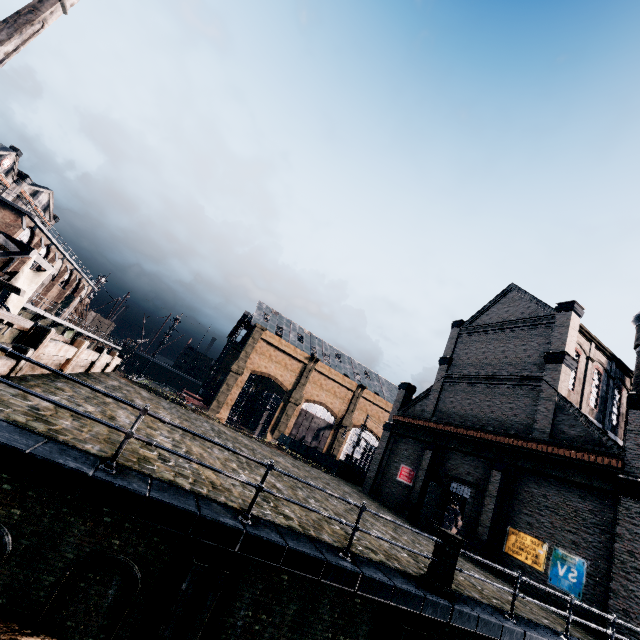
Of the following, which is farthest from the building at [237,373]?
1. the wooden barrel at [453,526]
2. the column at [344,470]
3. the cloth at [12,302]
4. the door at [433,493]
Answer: the cloth at [12,302]

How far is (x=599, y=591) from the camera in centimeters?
1466cm

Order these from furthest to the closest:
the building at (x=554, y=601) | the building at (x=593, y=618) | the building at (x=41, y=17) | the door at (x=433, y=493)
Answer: the building at (x=41, y=17) → the door at (x=433, y=493) → the building at (x=554, y=601) → the building at (x=593, y=618)

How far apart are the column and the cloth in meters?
31.3 m

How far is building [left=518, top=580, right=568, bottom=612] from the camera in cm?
1550

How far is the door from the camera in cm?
2233

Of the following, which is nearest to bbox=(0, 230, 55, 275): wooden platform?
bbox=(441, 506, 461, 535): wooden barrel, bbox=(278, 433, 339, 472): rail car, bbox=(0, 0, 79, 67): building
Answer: bbox=(0, 0, 79, 67): building

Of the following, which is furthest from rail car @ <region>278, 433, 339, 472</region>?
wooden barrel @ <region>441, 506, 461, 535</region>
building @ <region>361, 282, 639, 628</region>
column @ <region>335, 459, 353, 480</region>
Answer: wooden barrel @ <region>441, 506, 461, 535</region>
